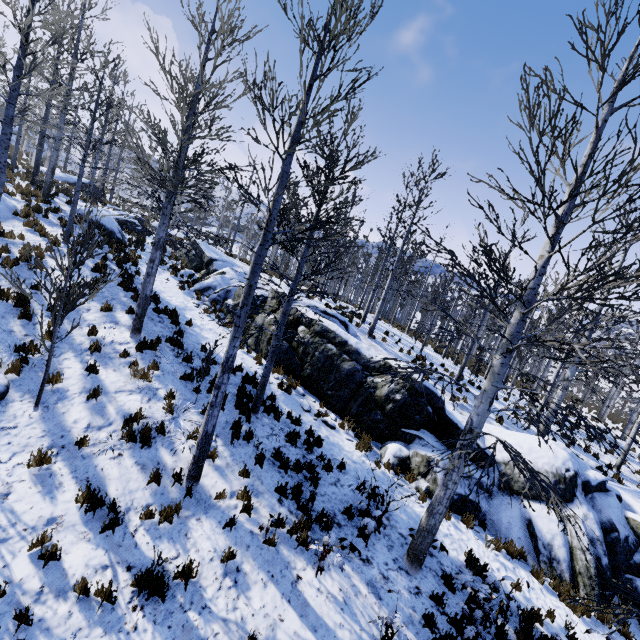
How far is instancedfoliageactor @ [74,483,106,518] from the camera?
5.6m

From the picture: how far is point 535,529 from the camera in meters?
9.2 m

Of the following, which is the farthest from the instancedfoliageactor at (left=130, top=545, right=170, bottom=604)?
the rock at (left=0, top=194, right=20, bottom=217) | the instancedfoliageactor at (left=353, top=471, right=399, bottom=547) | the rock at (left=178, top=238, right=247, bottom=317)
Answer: the rock at (left=178, top=238, right=247, bottom=317)

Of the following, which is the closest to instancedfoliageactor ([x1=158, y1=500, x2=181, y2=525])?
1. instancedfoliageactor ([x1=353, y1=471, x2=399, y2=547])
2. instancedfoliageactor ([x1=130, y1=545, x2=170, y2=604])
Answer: instancedfoliageactor ([x1=353, y1=471, x2=399, y2=547])

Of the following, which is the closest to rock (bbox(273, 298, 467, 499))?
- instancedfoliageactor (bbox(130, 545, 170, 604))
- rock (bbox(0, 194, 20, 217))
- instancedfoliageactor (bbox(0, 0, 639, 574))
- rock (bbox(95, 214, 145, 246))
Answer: instancedfoliageactor (bbox(0, 0, 639, 574))

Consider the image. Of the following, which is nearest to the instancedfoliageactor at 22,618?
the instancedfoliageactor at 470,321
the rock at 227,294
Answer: the rock at 227,294

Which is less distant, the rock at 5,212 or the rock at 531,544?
the rock at 531,544

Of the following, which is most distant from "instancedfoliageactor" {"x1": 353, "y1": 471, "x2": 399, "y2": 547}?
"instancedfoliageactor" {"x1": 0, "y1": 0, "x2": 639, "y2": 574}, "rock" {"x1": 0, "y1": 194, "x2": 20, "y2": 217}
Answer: "rock" {"x1": 0, "y1": 194, "x2": 20, "y2": 217}
